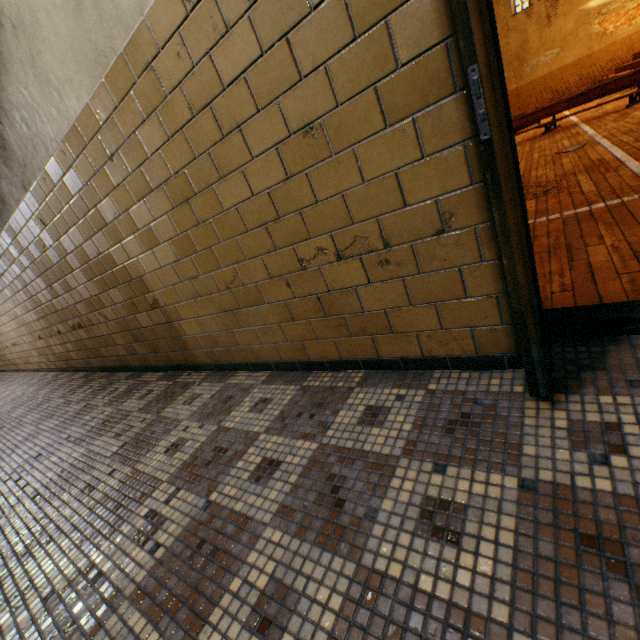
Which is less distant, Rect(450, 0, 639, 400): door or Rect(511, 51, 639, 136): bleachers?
Answer: Rect(450, 0, 639, 400): door

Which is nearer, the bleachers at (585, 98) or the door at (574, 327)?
the door at (574, 327)

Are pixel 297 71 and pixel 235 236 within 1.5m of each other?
yes
